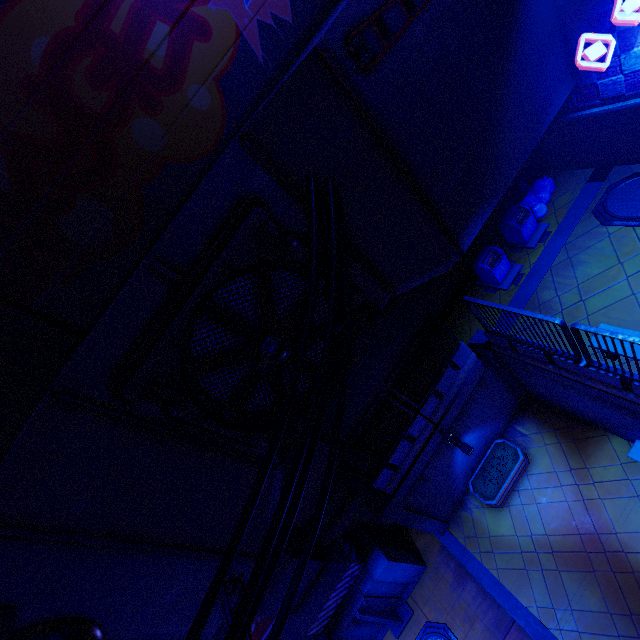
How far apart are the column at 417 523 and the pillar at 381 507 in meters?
0.0

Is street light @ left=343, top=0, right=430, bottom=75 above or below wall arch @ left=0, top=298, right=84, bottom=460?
below

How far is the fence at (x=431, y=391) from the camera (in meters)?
8.76

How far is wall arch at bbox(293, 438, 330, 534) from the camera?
10.6 meters

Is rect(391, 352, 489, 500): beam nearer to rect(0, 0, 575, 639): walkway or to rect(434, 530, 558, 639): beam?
rect(434, 530, 558, 639): beam

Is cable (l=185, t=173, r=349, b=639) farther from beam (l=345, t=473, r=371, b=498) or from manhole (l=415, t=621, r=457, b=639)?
manhole (l=415, t=621, r=457, b=639)

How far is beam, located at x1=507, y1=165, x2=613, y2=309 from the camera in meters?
10.2

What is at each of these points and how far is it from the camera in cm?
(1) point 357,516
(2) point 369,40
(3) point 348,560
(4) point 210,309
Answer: (1) wall arch, 1178
(2) walkway, 537
(3) pillar, 1040
(4) vent, 590
